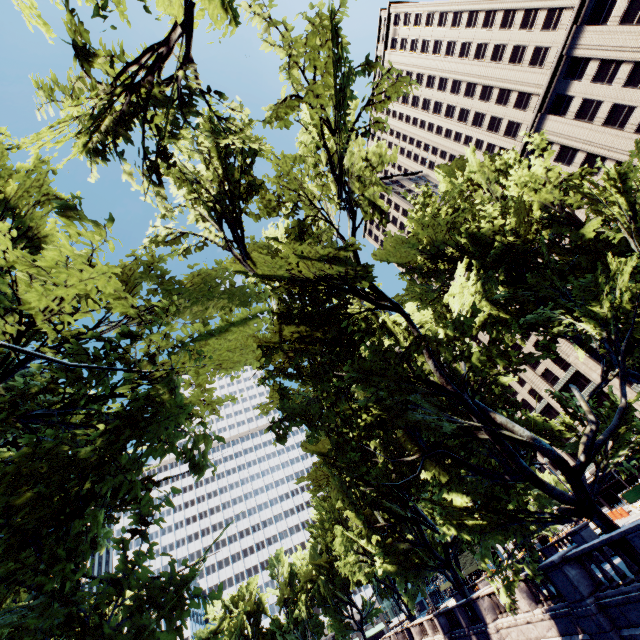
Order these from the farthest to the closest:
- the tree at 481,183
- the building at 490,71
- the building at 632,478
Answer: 1. the building at 632,478
2. the building at 490,71
3. the tree at 481,183

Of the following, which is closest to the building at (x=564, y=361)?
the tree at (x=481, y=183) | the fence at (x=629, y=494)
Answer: the fence at (x=629, y=494)

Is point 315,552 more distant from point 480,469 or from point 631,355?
point 631,355

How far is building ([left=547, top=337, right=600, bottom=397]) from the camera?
52.4m

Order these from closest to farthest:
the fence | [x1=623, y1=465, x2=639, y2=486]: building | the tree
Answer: the tree
the fence
[x1=623, y1=465, x2=639, y2=486]: building

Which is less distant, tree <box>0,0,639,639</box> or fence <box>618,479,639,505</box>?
tree <box>0,0,639,639</box>

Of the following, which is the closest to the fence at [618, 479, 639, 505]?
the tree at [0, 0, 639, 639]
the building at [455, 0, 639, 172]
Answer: the building at [455, 0, 639, 172]
